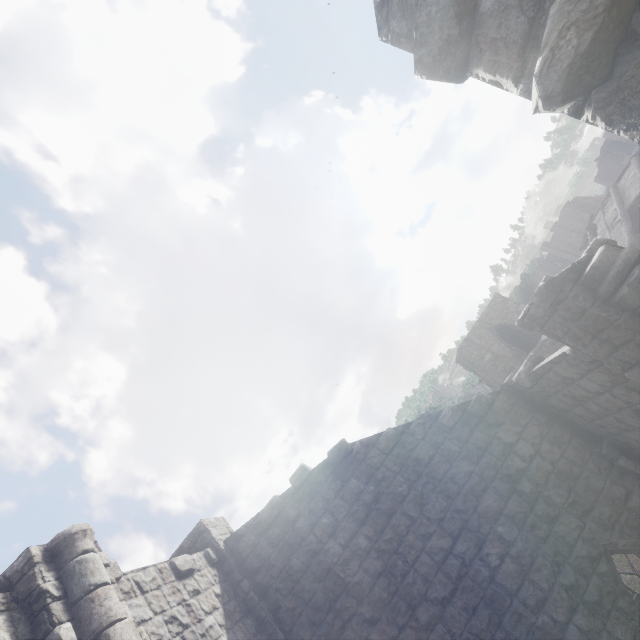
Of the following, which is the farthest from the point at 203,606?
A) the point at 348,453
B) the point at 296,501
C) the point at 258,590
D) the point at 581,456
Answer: the point at 581,456
